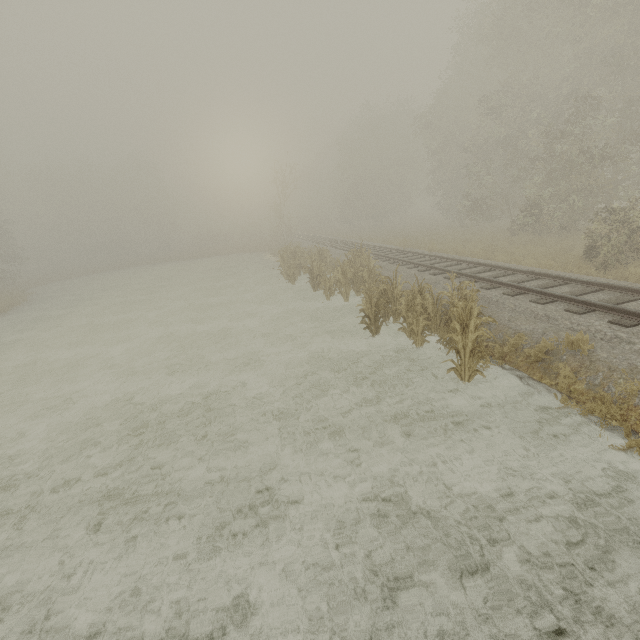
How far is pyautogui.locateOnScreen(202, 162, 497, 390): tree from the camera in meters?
6.6

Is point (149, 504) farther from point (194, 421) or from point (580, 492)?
point (580, 492)

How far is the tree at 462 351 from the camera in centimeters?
662cm
